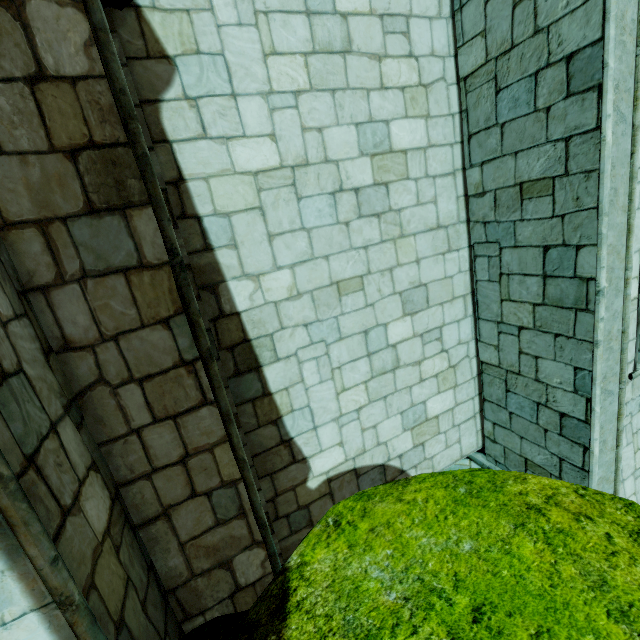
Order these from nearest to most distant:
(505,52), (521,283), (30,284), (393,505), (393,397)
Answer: (393,505), (30,284), (505,52), (521,283), (393,397)

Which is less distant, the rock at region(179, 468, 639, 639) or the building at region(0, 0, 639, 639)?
the rock at region(179, 468, 639, 639)

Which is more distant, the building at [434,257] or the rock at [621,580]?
the building at [434,257]
